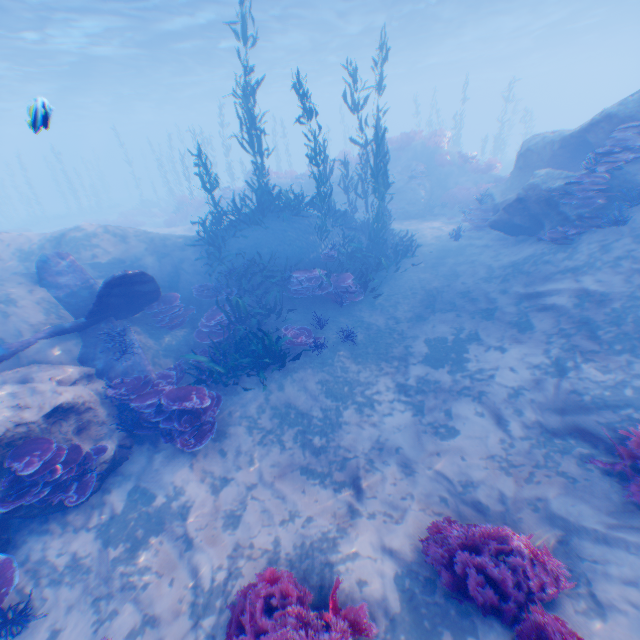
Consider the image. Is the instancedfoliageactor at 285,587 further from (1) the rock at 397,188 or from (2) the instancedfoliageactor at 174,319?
(1) the rock at 397,188

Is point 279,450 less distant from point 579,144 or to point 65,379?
point 65,379

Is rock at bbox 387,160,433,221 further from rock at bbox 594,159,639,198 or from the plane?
the plane

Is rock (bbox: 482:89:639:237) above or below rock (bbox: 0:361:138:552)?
above

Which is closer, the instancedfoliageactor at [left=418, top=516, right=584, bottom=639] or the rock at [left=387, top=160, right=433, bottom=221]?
the instancedfoliageactor at [left=418, top=516, right=584, bottom=639]

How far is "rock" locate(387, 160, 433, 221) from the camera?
18.2m

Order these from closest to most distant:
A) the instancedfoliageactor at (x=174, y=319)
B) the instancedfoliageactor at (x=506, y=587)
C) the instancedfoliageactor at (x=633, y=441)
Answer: the instancedfoliageactor at (x=506, y=587) < the instancedfoliageactor at (x=633, y=441) < the instancedfoliageactor at (x=174, y=319)

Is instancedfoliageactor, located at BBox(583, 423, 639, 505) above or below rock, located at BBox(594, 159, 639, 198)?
below
